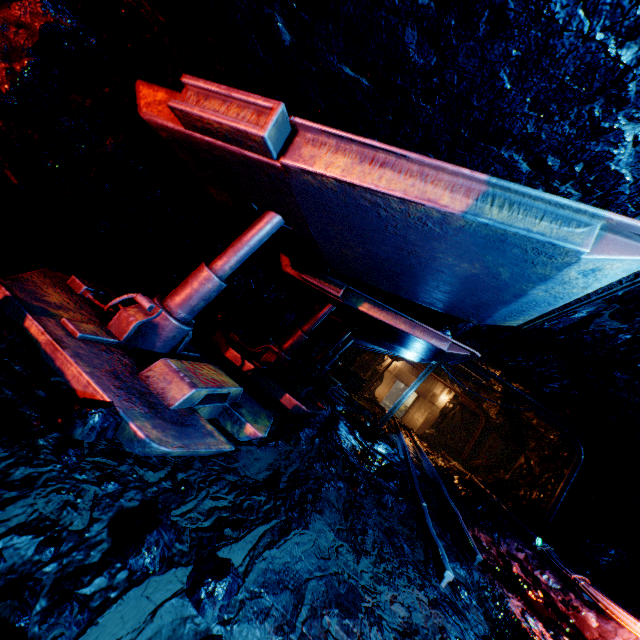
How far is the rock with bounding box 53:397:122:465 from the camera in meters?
1.3

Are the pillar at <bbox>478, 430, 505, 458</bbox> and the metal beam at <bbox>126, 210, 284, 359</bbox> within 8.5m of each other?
no

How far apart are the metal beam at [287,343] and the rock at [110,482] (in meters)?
3.93

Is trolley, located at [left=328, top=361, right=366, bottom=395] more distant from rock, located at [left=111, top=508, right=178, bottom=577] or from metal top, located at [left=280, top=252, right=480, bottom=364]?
rock, located at [left=111, top=508, right=178, bottom=577]

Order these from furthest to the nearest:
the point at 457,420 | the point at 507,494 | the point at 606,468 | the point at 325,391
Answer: the point at 457,420 < the point at 507,494 < the point at 606,468 < the point at 325,391

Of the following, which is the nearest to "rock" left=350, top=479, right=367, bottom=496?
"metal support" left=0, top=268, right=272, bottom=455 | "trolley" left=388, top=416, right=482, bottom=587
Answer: "trolley" left=388, top=416, right=482, bottom=587

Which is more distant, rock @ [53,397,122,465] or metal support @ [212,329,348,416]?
metal support @ [212,329,348,416]

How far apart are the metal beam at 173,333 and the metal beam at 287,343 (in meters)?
2.57
